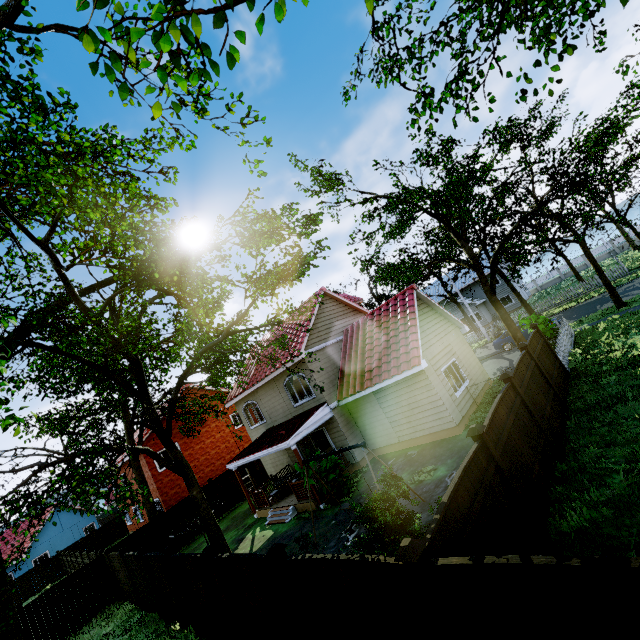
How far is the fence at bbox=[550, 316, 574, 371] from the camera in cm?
1363

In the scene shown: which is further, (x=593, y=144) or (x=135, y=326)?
(x=593, y=144)

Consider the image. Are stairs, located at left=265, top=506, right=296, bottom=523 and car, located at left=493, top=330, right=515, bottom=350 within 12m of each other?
no

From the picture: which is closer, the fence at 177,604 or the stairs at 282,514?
the fence at 177,604

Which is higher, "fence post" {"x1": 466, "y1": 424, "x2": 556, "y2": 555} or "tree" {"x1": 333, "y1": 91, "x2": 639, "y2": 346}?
"tree" {"x1": 333, "y1": 91, "x2": 639, "y2": 346}

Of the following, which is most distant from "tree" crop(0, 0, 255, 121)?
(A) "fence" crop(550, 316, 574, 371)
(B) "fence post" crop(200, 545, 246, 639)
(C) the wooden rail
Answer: (C) the wooden rail

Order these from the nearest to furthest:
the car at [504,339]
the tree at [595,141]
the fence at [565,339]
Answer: the tree at [595,141] < the fence at [565,339] < the car at [504,339]

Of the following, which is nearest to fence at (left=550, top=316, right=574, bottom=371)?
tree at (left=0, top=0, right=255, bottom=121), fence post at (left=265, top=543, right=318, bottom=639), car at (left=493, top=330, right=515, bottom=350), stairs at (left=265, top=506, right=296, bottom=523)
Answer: fence post at (left=265, top=543, right=318, bottom=639)
